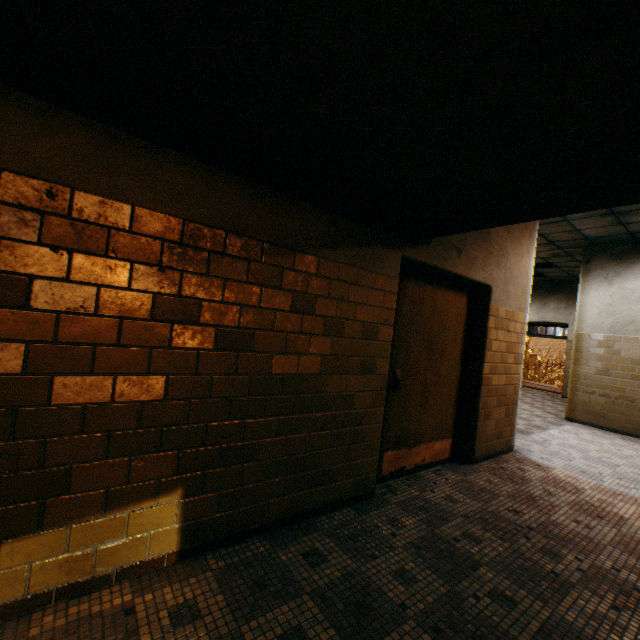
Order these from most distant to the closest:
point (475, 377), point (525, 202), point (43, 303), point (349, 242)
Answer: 1. point (475, 377)
2. point (349, 242)
3. point (525, 202)
4. point (43, 303)

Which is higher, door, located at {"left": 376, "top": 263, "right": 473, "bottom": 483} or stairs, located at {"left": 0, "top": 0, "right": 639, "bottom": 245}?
stairs, located at {"left": 0, "top": 0, "right": 639, "bottom": 245}

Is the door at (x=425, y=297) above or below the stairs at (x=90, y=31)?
below

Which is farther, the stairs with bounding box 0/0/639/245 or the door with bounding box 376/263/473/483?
the door with bounding box 376/263/473/483

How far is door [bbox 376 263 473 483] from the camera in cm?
322

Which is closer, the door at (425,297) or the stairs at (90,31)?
the stairs at (90,31)
